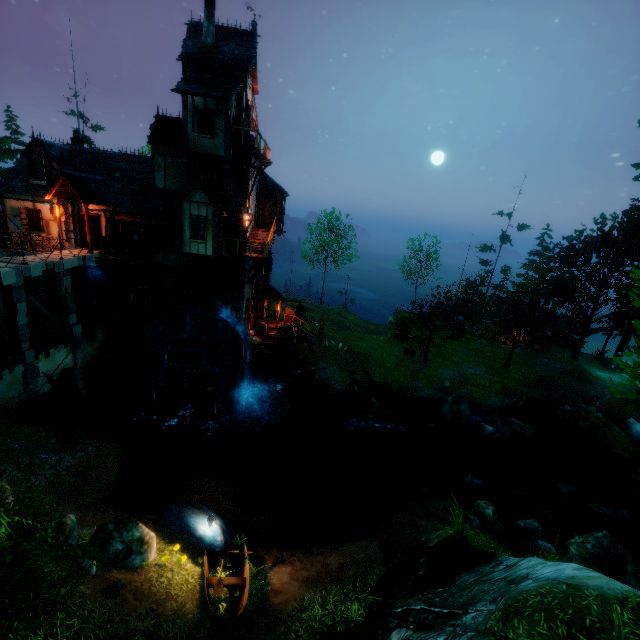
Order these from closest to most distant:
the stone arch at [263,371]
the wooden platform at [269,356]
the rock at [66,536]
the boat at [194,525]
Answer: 1. the rock at [66,536]
2. the boat at [194,525]
3. the wooden platform at [269,356]
4. the stone arch at [263,371]

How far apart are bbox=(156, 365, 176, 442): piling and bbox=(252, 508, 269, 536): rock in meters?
7.9 m

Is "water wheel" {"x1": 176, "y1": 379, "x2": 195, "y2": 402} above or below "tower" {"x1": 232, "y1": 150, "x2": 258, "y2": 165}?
below

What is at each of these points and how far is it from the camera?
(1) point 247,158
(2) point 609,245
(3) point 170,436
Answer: (1) tower, 19.27m
(2) tree, 29.86m
(3) piling, 19.45m

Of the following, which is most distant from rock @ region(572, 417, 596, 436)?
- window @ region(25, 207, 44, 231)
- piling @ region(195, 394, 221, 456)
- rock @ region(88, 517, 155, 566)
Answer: window @ region(25, 207, 44, 231)

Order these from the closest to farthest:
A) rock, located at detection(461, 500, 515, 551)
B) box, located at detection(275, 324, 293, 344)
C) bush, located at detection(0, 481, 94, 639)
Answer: bush, located at detection(0, 481, 94, 639) < rock, located at detection(461, 500, 515, 551) < box, located at detection(275, 324, 293, 344)

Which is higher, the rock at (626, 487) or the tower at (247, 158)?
the tower at (247, 158)

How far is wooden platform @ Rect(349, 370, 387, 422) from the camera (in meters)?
20.83
